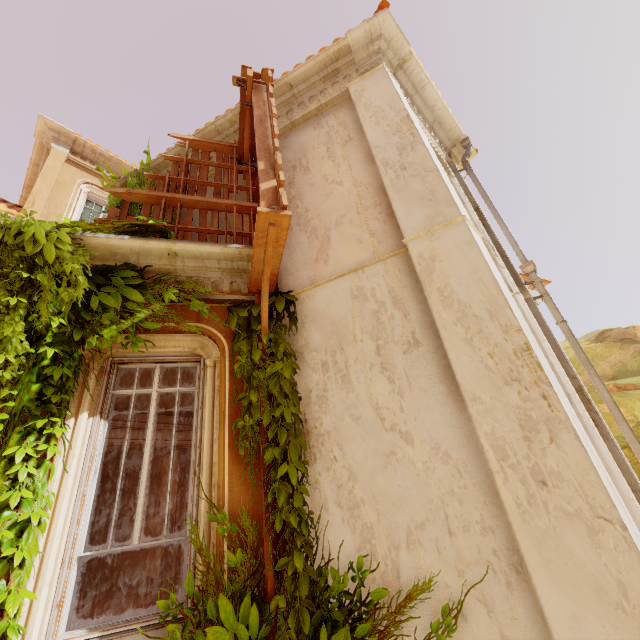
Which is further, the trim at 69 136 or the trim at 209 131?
the trim at 69 136

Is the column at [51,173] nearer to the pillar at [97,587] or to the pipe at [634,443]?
the pillar at [97,587]

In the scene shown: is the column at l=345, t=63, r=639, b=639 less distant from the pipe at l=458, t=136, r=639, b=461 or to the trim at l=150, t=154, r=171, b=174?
the trim at l=150, t=154, r=171, b=174

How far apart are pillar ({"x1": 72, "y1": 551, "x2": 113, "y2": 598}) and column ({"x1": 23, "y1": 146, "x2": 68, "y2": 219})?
7.5 meters

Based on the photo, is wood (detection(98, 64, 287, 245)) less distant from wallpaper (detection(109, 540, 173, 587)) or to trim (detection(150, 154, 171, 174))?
trim (detection(150, 154, 171, 174))

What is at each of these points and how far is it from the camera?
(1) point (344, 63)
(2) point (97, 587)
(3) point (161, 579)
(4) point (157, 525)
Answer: (1) trim, 5.8 meters
(2) pillar, 9.9 meters
(3) wallpaper, 8.0 meters
(4) wallpaper, 8.4 meters

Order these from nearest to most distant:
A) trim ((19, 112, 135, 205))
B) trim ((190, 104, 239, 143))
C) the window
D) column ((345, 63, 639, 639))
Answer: column ((345, 63, 639, 639)) → trim ((190, 104, 239, 143)) → the window → trim ((19, 112, 135, 205))

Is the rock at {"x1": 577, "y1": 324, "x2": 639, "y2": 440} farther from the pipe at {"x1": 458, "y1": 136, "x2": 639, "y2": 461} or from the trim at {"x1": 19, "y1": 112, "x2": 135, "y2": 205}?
the trim at {"x1": 19, "y1": 112, "x2": 135, "y2": 205}
